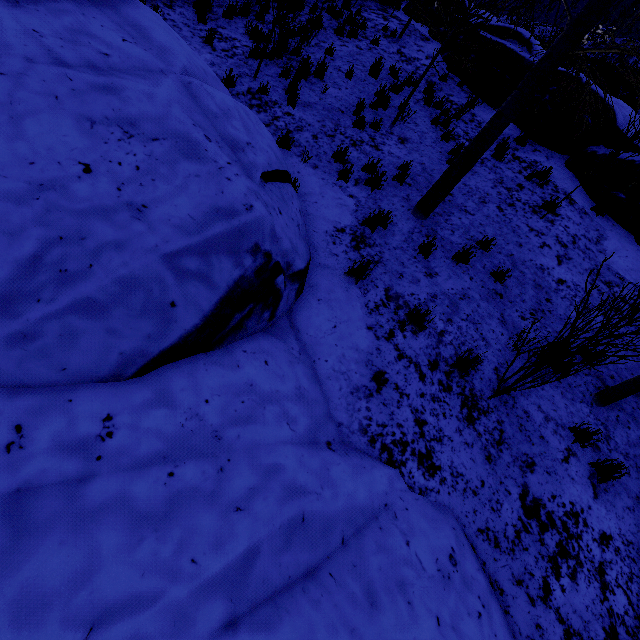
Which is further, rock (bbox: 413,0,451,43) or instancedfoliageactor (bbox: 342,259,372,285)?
rock (bbox: 413,0,451,43)

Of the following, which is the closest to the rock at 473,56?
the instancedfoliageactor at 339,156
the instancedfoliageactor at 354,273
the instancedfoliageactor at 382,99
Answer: the instancedfoliageactor at 382,99

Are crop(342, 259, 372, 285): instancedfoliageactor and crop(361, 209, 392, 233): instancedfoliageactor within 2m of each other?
yes

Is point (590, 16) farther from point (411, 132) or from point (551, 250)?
point (411, 132)

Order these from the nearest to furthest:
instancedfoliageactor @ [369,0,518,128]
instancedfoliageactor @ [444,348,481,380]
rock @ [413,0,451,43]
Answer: instancedfoliageactor @ [444,348,481,380] < instancedfoliageactor @ [369,0,518,128] < rock @ [413,0,451,43]

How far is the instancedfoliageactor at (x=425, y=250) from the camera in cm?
539

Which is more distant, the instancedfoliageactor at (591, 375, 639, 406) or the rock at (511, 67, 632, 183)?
the rock at (511, 67, 632, 183)

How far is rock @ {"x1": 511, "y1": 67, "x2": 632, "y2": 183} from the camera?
8.4 meters
